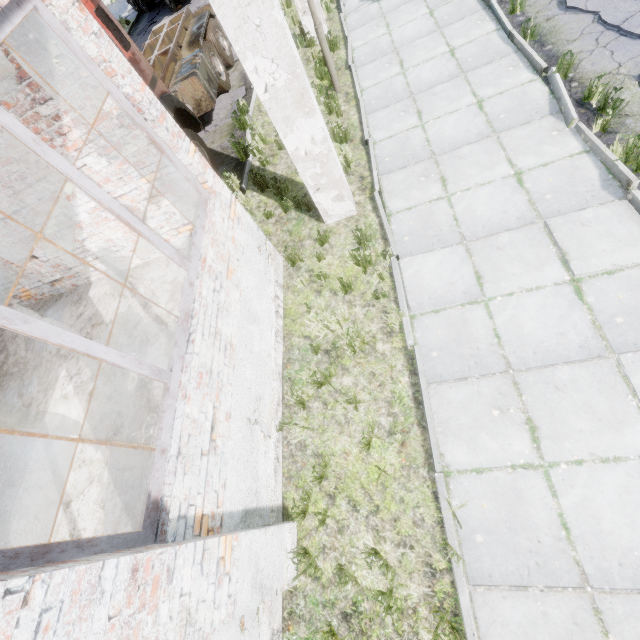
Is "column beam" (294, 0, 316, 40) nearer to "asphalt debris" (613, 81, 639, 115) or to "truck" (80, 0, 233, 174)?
"truck" (80, 0, 233, 174)

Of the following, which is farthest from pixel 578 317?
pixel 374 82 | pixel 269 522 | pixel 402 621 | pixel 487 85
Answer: → pixel 374 82

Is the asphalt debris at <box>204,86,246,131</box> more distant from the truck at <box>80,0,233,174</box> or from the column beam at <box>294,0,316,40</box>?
the column beam at <box>294,0,316,40</box>

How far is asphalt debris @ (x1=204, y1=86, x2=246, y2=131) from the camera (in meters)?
9.43

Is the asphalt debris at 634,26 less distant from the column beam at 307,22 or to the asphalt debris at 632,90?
the asphalt debris at 632,90

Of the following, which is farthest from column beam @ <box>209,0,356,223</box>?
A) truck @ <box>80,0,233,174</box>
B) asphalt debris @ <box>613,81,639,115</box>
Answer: asphalt debris @ <box>613,81,639,115</box>

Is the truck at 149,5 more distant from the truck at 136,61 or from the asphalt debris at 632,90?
the asphalt debris at 632,90

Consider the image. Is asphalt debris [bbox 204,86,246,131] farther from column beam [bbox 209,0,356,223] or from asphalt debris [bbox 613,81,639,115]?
asphalt debris [bbox 613,81,639,115]
